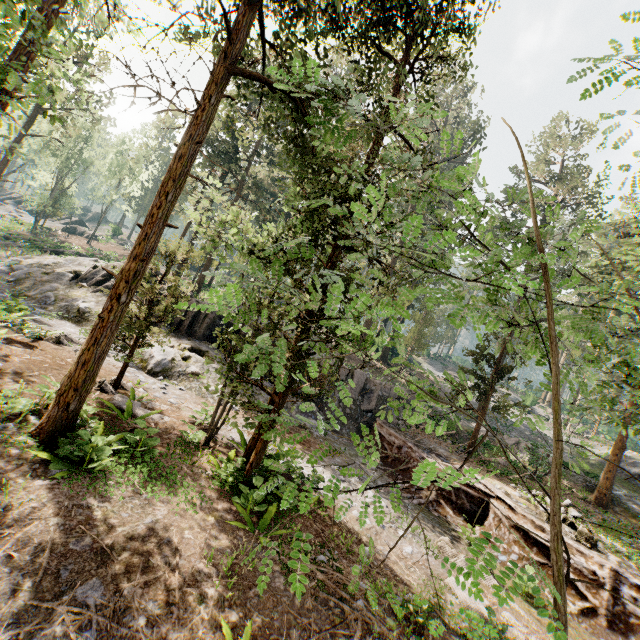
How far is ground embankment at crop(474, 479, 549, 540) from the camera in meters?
11.9 m

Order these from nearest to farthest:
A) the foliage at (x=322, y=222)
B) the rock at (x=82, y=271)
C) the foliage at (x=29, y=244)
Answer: the foliage at (x=322, y=222)
the rock at (x=82, y=271)
the foliage at (x=29, y=244)

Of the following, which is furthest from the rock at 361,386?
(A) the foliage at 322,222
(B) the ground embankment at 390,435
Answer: (A) the foliage at 322,222

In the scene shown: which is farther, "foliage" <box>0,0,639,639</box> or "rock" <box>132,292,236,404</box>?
"rock" <box>132,292,236,404</box>

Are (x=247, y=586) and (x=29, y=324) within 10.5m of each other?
no

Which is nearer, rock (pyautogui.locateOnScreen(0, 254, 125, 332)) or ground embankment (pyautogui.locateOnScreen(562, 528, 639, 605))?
ground embankment (pyautogui.locateOnScreen(562, 528, 639, 605))

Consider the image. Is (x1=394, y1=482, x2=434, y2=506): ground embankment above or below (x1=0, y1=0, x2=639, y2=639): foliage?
below
